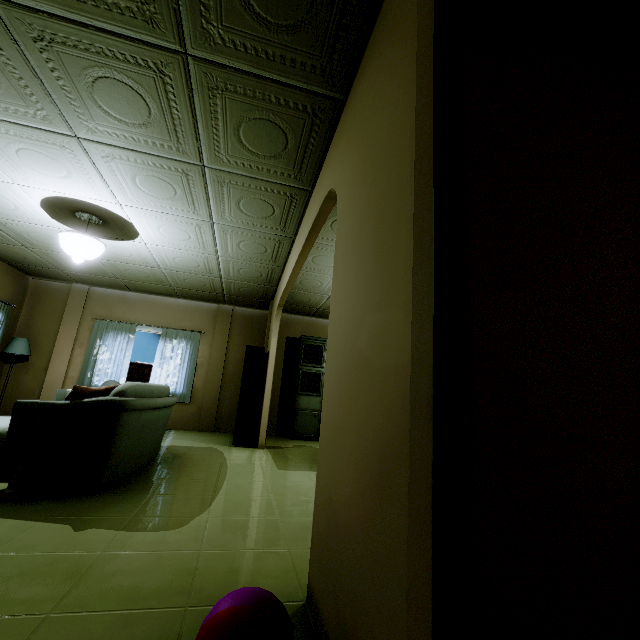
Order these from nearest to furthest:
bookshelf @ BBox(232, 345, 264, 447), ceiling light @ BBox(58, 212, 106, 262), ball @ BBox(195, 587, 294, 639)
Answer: ball @ BBox(195, 587, 294, 639) → ceiling light @ BBox(58, 212, 106, 262) → bookshelf @ BBox(232, 345, 264, 447)

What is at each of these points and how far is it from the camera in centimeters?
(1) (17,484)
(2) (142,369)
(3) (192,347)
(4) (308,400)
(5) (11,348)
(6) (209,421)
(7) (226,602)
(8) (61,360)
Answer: (1) toy, 232cm
(2) fence, 1170cm
(3) curtain, 708cm
(4) kitchen cabinet, 698cm
(5) lamp, 583cm
(6) wall pillar, 684cm
(7) ball, 96cm
(8) wall pillar, 643cm

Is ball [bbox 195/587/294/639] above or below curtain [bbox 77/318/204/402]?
below

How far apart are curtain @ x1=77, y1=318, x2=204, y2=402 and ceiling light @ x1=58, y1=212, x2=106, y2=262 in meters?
3.1 m

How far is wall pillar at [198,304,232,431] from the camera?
6.84m

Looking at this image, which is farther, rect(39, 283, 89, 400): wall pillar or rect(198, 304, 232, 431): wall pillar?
rect(198, 304, 232, 431): wall pillar

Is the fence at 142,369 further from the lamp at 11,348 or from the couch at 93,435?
the couch at 93,435

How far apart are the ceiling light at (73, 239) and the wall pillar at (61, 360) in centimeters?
341cm
